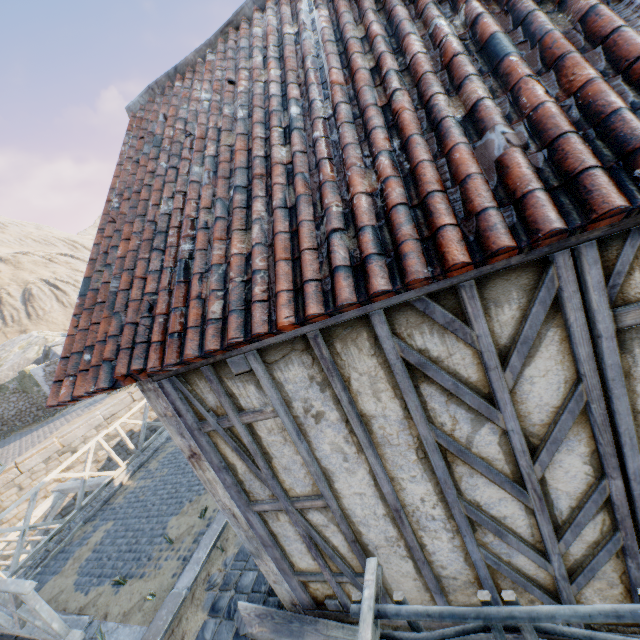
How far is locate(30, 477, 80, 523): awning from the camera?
8.9 meters

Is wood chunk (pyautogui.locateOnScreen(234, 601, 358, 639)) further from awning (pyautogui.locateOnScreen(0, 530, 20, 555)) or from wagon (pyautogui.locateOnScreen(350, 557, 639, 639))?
awning (pyautogui.locateOnScreen(0, 530, 20, 555))

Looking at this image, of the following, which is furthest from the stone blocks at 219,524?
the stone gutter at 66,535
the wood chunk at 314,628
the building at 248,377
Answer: the building at 248,377

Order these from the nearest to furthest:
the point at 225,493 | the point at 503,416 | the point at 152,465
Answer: the point at 503,416, the point at 225,493, the point at 152,465

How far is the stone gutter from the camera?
6.0m

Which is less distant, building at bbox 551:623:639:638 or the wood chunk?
building at bbox 551:623:639:638

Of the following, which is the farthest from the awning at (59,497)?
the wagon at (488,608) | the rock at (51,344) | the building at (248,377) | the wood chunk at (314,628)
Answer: the rock at (51,344)
